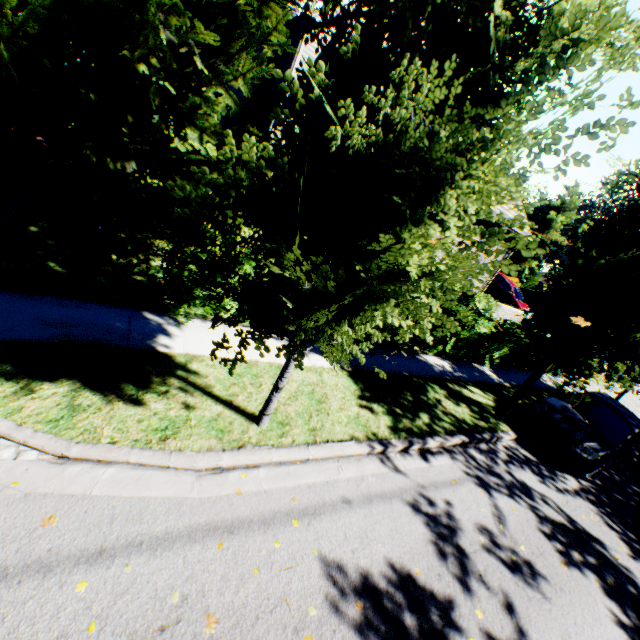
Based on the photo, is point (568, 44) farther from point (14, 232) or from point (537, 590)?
point (14, 232)

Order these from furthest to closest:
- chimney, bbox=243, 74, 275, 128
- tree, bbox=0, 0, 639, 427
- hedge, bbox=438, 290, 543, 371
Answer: chimney, bbox=243, 74, 275, 128 < hedge, bbox=438, 290, 543, 371 < tree, bbox=0, 0, 639, 427

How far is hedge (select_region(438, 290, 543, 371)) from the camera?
10.35m

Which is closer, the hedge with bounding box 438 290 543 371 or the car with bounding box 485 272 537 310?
the hedge with bounding box 438 290 543 371

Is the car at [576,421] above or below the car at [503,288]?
below

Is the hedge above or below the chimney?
below

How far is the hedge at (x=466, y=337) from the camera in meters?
10.4 m

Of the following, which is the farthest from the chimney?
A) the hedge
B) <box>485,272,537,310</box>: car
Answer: <box>485,272,537,310</box>: car
